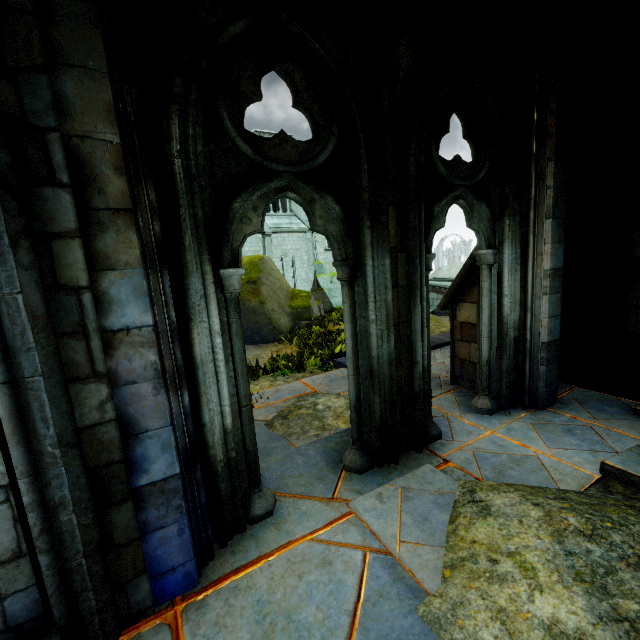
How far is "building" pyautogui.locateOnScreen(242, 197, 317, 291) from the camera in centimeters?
2591cm

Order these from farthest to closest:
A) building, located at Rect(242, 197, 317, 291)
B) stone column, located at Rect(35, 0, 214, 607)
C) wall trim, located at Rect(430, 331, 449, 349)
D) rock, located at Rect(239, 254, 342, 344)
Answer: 1. building, located at Rect(242, 197, 317, 291)
2. rock, located at Rect(239, 254, 342, 344)
3. wall trim, located at Rect(430, 331, 449, 349)
4. stone column, located at Rect(35, 0, 214, 607)

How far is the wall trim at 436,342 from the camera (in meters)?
7.80

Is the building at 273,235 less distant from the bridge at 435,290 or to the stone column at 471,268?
the stone column at 471,268

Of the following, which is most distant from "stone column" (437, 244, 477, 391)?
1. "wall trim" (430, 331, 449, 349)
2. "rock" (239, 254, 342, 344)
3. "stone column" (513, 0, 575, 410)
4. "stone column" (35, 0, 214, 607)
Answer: "rock" (239, 254, 342, 344)

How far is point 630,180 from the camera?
4.47m

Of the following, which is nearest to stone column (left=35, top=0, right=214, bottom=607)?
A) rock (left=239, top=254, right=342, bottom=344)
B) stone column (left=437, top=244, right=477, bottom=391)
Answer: stone column (left=437, top=244, right=477, bottom=391)

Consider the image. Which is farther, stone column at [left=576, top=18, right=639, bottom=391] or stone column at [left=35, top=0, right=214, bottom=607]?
stone column at [left=576, top=18, right=639, bottom=391]
